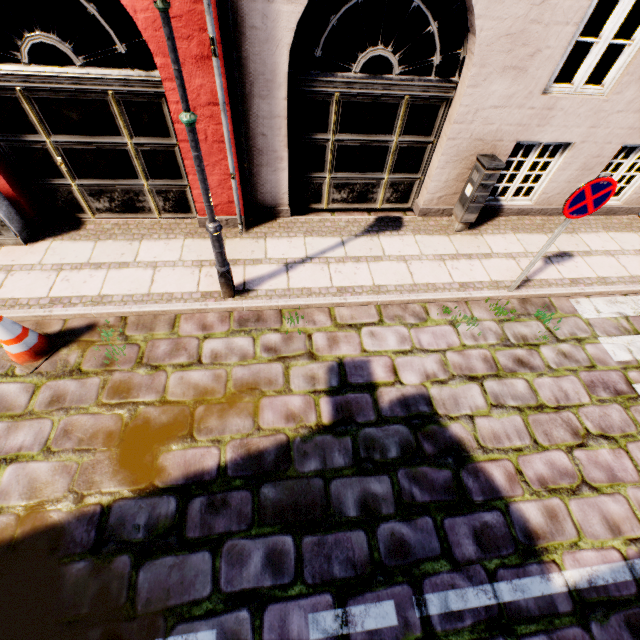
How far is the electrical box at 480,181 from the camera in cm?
504

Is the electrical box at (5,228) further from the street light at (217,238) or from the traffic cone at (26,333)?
the street light at (217,238)

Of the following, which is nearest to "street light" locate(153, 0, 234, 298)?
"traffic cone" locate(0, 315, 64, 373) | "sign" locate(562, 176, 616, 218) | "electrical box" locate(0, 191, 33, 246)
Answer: "traffic cone" locate(0, 315, 64, 373)

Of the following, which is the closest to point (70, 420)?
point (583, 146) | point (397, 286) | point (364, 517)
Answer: point (364, 517)

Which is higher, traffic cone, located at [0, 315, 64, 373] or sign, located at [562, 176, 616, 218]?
sign, located at [562, 176, 616, 218]

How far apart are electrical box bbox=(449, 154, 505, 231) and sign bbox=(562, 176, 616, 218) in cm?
154

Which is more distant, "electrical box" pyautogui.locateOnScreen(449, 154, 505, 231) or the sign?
"electrical box" pyautogui.locateOnScreen(449, 154, 505, 231)

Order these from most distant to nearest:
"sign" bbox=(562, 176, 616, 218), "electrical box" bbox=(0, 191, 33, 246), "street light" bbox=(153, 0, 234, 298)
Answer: "electrical box" bbox=(0, 191, 33, 246) < "sign" bbox=(562, 176, 616, 218) < "street light" bbox=(153, 0, 234, 298)
